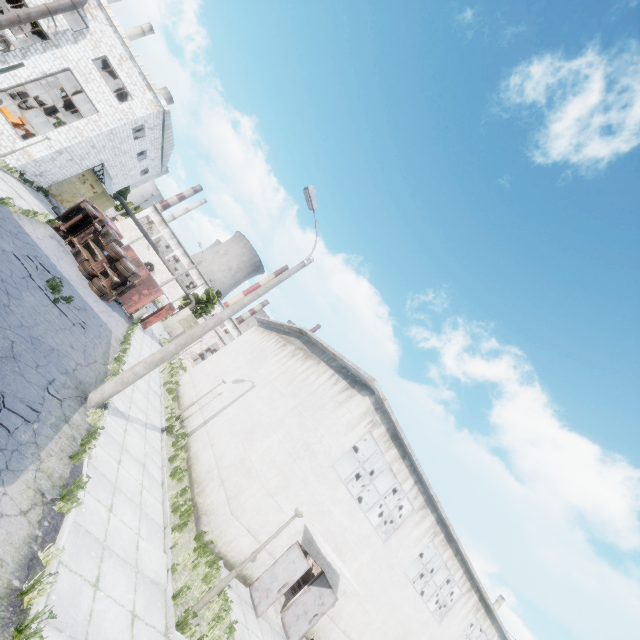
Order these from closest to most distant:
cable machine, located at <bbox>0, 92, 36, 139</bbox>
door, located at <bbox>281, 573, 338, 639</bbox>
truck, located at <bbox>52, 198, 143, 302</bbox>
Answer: door, located at <bbox>281, 573, 338, 639</bbox>, truck, located at <bbox>52, 198, 143, 302</bbox>, cable machine, located at <bbox>0, 92, 36, 139</bbox>

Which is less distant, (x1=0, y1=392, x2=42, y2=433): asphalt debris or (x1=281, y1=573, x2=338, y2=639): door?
(x1=0, y1=392, x2=42, y2=433): asphalt debris

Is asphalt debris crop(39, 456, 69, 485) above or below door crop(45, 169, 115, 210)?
below

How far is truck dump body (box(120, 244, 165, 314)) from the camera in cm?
2623

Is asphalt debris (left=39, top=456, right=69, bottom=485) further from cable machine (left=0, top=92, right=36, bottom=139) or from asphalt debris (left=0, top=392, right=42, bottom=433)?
cable machine (left=0, top=92, right=36, bottom=139)

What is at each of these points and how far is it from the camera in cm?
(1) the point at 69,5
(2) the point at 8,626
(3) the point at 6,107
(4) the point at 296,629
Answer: (1) pipe, 2002
(2) asphalt debris, 405
(3) cable machine, 2230
(4) door, 1189

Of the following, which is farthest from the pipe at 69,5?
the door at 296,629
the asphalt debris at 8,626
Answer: the door at 296,629

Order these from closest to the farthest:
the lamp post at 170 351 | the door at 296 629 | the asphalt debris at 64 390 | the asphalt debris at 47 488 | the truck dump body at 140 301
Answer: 1. the asphalt debris at 47 488
2. the asphalt debris at 64 390
3. the lamp post at 170 351
4. the door at 296 629
5. the truck dump body at 140 301
